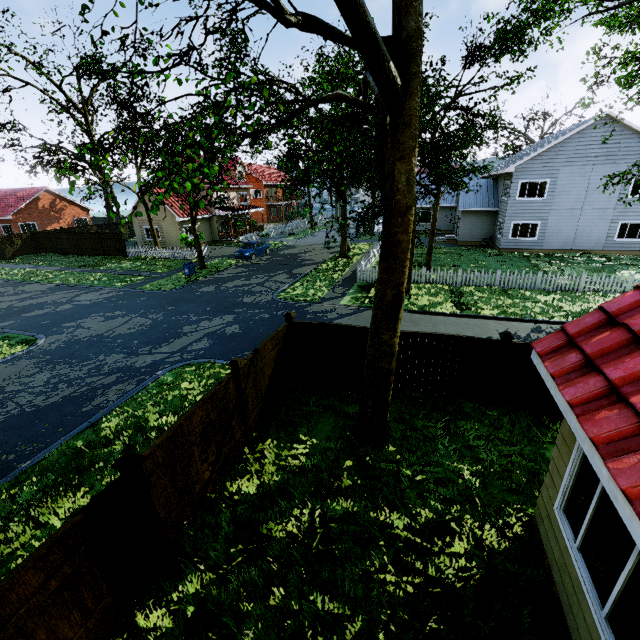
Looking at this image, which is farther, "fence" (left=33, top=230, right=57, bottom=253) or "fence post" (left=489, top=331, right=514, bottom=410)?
"fence" (left=33, top=230, right=57, bottom=253)

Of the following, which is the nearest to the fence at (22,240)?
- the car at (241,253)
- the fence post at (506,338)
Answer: the fence post at (506,338)

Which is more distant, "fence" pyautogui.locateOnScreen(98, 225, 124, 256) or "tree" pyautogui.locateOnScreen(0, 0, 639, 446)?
"fence" pyautogui.locateOnScreen(98, 225, 124, 256)

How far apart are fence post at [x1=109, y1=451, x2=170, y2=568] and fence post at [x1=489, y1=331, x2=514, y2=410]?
7.6 meters

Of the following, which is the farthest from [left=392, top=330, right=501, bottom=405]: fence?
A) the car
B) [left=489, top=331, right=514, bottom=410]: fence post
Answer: the car

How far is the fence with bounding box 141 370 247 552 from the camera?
5.1m

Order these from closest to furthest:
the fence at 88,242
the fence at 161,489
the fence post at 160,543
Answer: the fence post at 160,543
the fence at 161,489
the fence at 88,242

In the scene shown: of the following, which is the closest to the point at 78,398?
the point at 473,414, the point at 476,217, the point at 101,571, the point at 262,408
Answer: the point at 262,408
